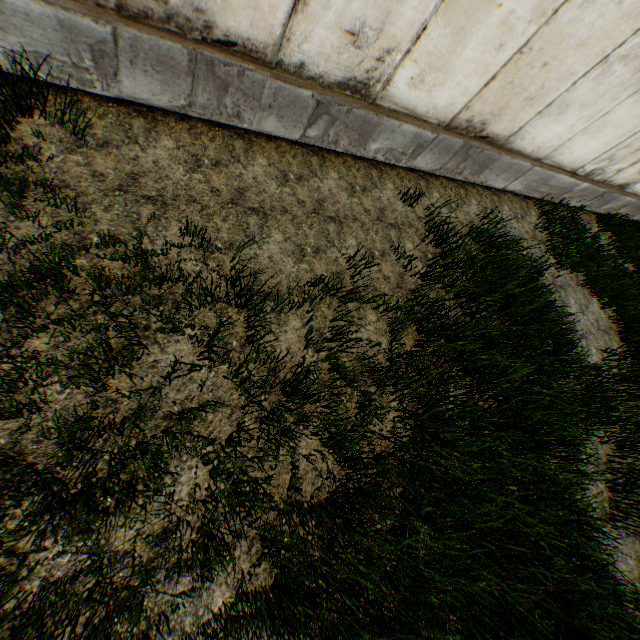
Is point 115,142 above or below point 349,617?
below
